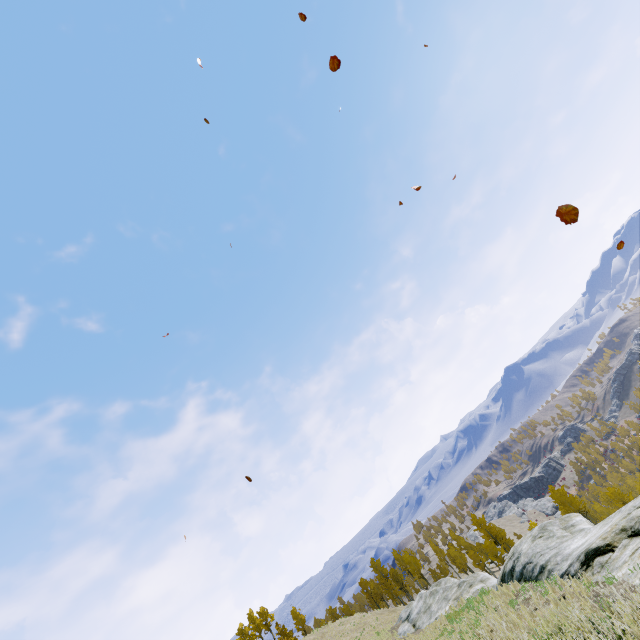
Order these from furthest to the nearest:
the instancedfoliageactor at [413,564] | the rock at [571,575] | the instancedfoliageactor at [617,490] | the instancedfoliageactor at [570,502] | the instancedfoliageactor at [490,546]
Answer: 1. the instancedfoliageactor at [413,564]
2. the instancedfoliageactor at [490,546]
3. the instancedfoliageactor at [570,502]
4. the instancedfoliageactor at [617,490]
5. the rock at [571,575]

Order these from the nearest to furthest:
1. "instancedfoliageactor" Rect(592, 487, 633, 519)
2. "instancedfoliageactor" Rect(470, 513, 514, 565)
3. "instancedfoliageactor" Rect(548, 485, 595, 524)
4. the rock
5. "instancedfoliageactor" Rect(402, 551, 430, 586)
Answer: the rock, "instancedfoliageactor" Rect(592, 487, 633, 519), "instancedfoliageactor" Rect(548, 485, 595, 524), "instancedfoliageactor" Rect(470, 513, 514, 565), "instancedfoliageactor" Rect(402, 551, 430, 586)

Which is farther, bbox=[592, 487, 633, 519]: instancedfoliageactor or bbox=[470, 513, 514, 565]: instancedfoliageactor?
bbox=[470, 513, 514, 565]: instancedfoliageactor

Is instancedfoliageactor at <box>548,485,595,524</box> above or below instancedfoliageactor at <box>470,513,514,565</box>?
below

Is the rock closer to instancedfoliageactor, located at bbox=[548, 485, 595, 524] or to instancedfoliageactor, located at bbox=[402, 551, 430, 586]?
instancedfoliageactor, located at bbox=[548, 485, 595, 524]

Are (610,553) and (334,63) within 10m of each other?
no

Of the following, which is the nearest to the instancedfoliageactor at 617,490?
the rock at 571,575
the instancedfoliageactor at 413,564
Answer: the rock at 571,575
